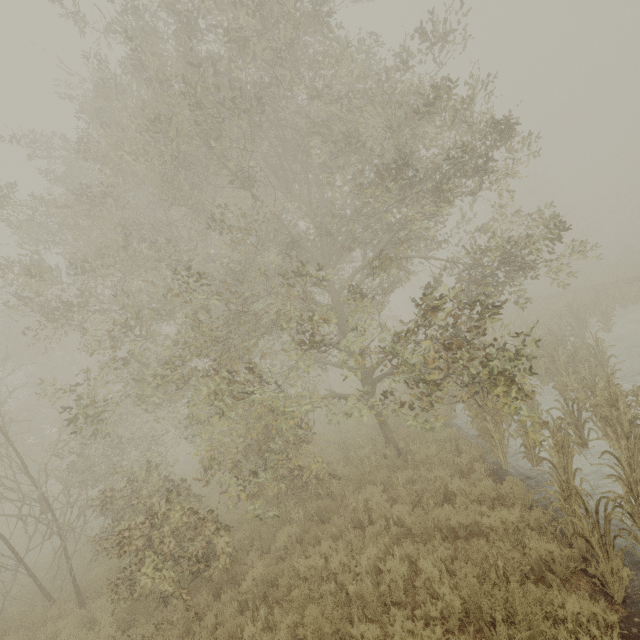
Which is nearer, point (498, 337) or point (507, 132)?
point (507, 132)
